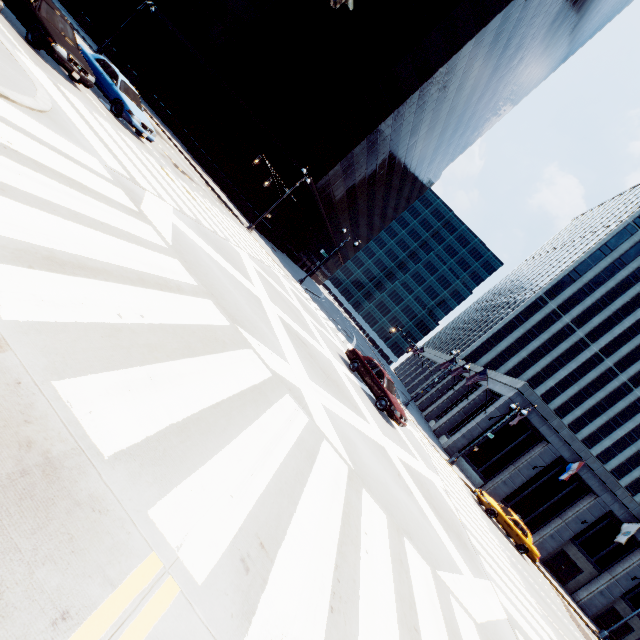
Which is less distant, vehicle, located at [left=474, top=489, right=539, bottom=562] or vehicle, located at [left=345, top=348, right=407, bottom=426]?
vehicle, located at [left=345, top=348, right=407, bottom=426]

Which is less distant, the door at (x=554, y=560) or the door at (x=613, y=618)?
the door at (x=613, y=618)

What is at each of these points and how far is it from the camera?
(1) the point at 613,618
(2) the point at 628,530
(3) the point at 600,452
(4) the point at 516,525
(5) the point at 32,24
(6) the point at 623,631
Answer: (1) door, 28.92m
(2) flag, 25.53m
(3) building, 49.81m
(4) vehicle, 22.06m
(5) vehicle, 11.12m
(6) door, 28.78m

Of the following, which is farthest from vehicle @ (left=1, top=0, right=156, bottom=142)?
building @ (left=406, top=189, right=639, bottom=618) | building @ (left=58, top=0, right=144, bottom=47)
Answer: building @ (left=406, top=189, right=639, bottom=618)

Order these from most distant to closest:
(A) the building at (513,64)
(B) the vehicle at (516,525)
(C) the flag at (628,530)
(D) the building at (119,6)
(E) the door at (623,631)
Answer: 1. (D) the building at (119,6)
2. (A) the building at (513,64)
3. (E) the door at (623,631)
4. (C) the flag at (628,530)
5. (B) the vehicle at (516,525)

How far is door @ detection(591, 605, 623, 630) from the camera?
28.88m

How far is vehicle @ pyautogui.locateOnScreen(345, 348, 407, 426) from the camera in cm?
1603

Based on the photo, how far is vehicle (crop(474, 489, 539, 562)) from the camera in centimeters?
2184cm
